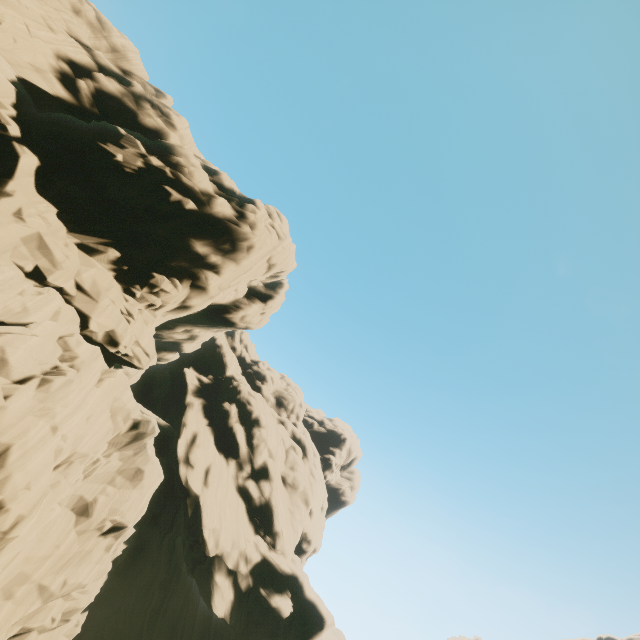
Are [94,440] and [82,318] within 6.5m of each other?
yes
